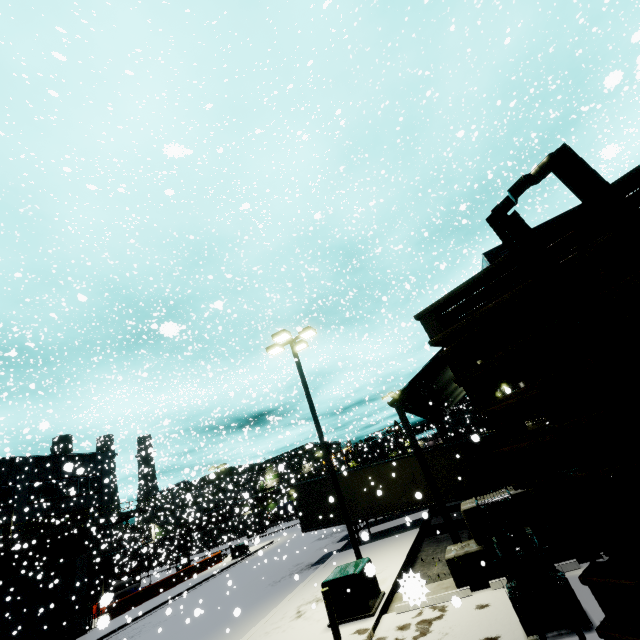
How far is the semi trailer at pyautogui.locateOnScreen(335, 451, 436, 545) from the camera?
17.92m

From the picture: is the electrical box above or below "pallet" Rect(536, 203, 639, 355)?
below

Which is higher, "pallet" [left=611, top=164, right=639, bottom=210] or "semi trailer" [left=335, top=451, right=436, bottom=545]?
"pallet" [left=611, top=164, right=639, bottom=210]

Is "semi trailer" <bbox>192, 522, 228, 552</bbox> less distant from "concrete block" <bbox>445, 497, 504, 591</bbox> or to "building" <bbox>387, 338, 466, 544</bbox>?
"building" <bbox>387, 338, 466, 544</bbox>

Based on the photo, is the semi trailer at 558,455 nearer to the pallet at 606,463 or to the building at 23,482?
the building at 23,482

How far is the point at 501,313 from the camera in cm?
178

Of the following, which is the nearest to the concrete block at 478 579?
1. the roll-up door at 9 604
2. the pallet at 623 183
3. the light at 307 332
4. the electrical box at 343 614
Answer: the roll-up door at 9 604

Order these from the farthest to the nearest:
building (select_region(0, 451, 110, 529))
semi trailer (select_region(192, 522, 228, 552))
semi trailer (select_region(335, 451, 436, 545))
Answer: semi trailer (select_region(192, 522, 228, 552)) < building (select_region(0, 451, 110, 529)) < semi trailer (select_region(335, 451, 436, 545))
